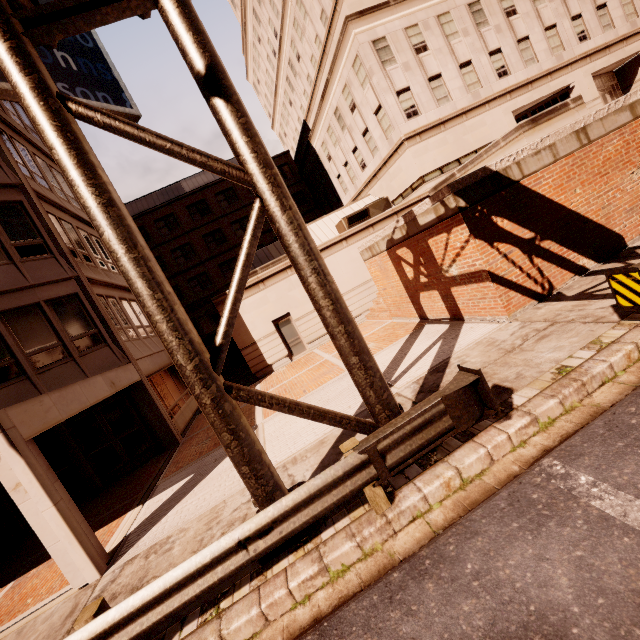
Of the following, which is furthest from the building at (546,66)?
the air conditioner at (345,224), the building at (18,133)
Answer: the building at (18,133)

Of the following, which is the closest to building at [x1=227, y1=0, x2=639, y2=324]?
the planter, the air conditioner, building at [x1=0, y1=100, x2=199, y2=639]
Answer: the air conditioner

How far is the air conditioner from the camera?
19.6 meters

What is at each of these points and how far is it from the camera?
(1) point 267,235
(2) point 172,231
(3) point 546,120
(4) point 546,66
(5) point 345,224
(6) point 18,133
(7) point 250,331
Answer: (1) building, 36.4 meters
(2) building, 34.4 meters
(3) planter, 9.5 meters
(4) building, 20.7 meters
(5) air conditioner, 19.8 meters
(6) building, 14.1 meters
(7) building, 17.1 meters

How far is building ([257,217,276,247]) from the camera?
36.31m

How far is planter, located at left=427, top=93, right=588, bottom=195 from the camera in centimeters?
938cm

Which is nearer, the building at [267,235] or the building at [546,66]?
the building at [546,66]
